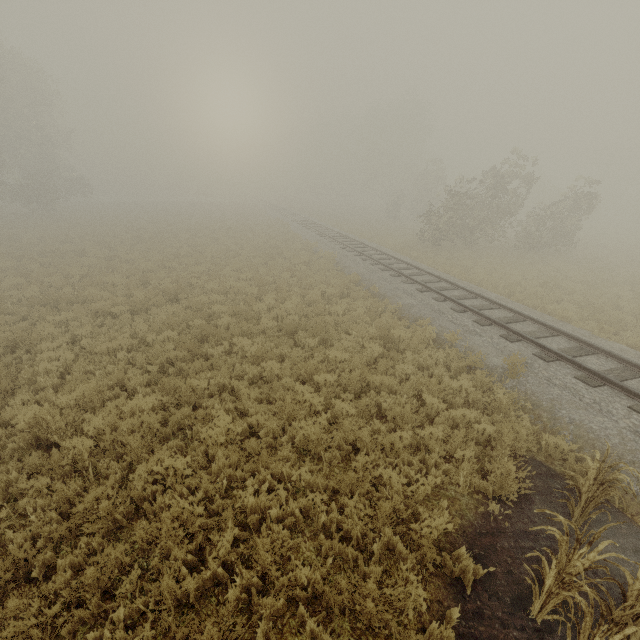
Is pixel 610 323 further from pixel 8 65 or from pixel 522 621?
pixel 8 65
